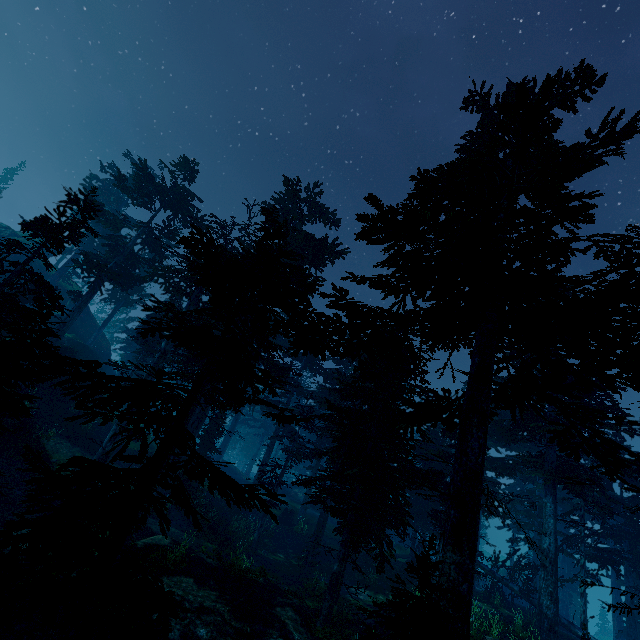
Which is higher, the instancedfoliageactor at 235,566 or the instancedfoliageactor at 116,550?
the instancedfoliageactor at 116,550

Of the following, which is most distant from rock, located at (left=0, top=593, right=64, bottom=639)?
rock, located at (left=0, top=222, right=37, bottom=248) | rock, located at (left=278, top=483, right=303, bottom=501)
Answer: rock, located at (left=278, top=483, right=303, bottom=501)

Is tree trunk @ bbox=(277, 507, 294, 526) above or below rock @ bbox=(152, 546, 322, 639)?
above

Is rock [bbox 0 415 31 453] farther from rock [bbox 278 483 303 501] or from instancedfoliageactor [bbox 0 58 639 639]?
rock [bbox 278 483 303 501]

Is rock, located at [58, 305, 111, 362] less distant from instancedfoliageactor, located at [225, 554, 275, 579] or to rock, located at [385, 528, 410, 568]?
instancedfoliageactor, located at [225, 554, 275, 579]

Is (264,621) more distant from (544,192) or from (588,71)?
(588,71)

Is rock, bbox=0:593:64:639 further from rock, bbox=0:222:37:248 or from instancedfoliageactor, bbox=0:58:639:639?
rock, bbox=0:222:37:248

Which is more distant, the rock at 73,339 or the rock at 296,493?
the rock at 296,493
